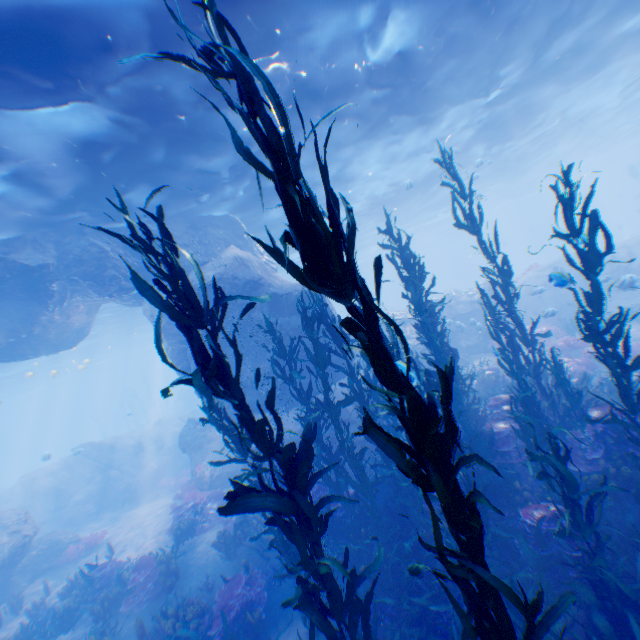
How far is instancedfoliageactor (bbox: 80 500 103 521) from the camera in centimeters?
2052cm

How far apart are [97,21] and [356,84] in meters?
7.3 m

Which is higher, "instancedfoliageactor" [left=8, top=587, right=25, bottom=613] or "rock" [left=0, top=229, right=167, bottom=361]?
"rock" [left=0, top=229, right=167, bottom=361]

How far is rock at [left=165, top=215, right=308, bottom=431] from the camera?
12.8 meters

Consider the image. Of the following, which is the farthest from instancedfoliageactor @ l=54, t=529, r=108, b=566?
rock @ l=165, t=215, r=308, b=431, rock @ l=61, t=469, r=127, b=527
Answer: rock @ l=61, t=469, r=127, b=527

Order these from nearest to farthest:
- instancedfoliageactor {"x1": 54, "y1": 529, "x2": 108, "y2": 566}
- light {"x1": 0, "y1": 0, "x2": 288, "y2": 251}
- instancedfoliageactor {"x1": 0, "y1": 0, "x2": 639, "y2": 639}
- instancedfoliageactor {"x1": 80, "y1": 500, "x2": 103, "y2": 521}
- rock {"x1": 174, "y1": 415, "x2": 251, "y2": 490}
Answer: instancedfoliageactor {"x1": 0, "y1": 0, "x2": 639, "y2": 639} < light {"x1": 0, "y1": 0, "x2": 288, "y2": 251} < instancedfoliageactor {"x1": 54, "y1": 529, "x2": 108, "y2": 566} < rock {"x1": 174, "y1": 415, "x2": 251, "y2": 490} < instancedfoliageactor {"x1": 80, "y1": 500, "x2": 103, "y2": 521}

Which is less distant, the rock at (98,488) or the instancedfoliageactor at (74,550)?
the instancedfoliageactor at (74,550)

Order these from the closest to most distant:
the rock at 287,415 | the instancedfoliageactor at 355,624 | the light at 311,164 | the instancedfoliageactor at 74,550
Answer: the instancedfoliageactor at 355,624 → the rock at 287,415 → the light at 311,164 → the instancedfoliageactor at 74,550
